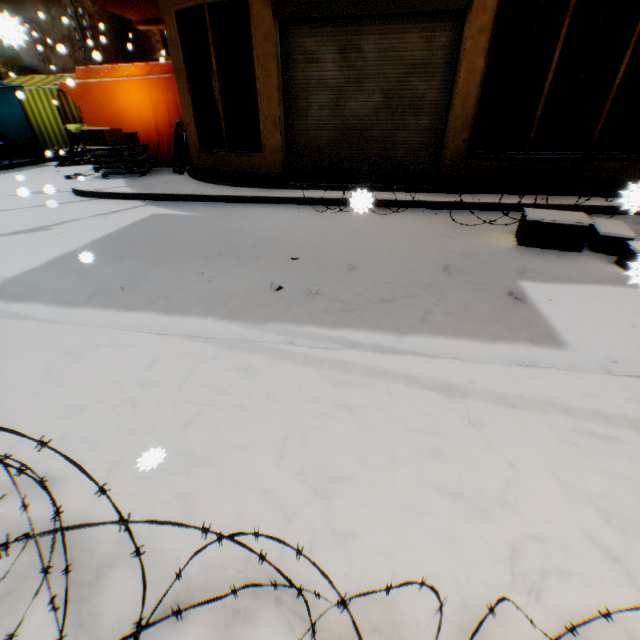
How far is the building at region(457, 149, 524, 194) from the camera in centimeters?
596cm

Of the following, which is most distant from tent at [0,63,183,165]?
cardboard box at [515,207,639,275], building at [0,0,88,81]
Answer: cardboard box at [515,207,639,275]

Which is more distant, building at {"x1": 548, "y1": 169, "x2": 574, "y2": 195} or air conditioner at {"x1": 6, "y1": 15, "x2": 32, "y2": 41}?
building at {"x1": 548, "y1": 169, "x2": 574, "y2": 195}

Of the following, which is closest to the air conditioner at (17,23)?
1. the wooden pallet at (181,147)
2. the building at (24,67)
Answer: the building at (24,67)

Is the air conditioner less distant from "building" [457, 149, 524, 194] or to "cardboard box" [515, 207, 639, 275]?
"building" [457, 149, 524, 194]

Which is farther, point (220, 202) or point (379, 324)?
point (220, 202)

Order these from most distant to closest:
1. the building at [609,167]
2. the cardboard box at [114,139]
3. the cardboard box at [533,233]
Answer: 1. the cardboard box at [114,139]
2. the building at [609,167]
3. the cardboard box at [533,233]

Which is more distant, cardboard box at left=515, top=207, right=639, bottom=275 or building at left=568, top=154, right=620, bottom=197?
building at left=568, top=154, right=620, bottom=197
